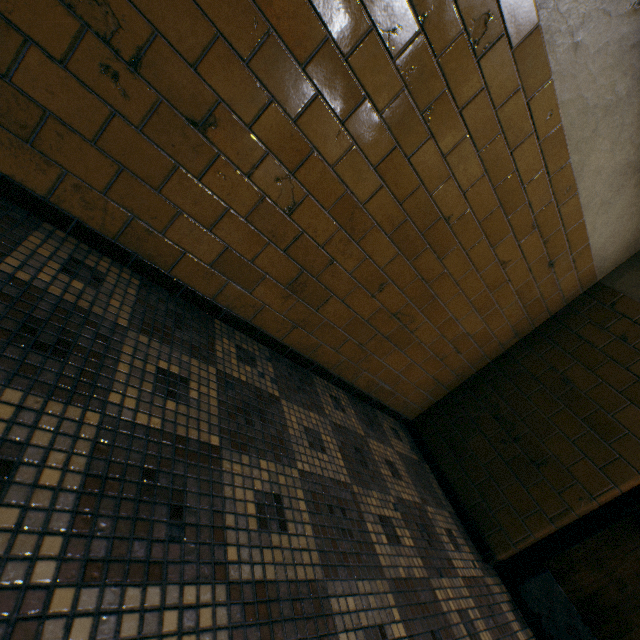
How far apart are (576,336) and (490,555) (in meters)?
1.72
